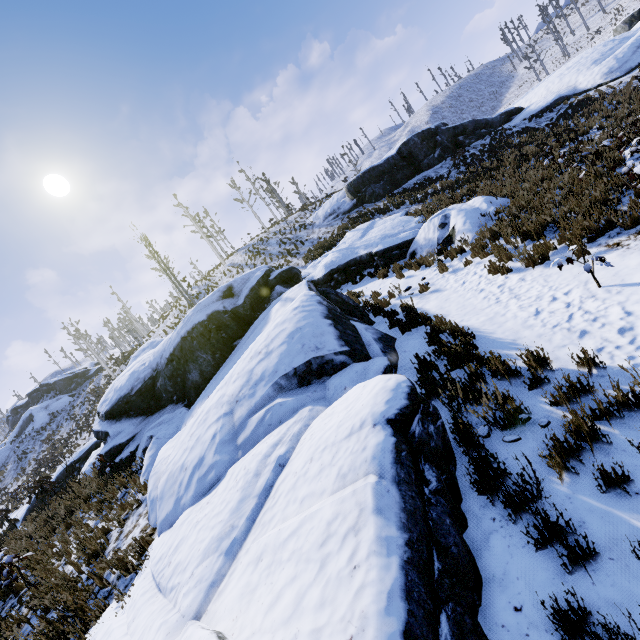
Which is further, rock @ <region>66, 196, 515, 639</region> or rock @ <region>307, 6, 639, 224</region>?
rock @ <region>307, 6, 639, 224</region>

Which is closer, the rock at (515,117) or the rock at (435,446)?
Result: the rock at (435,446)

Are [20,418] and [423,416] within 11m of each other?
no
